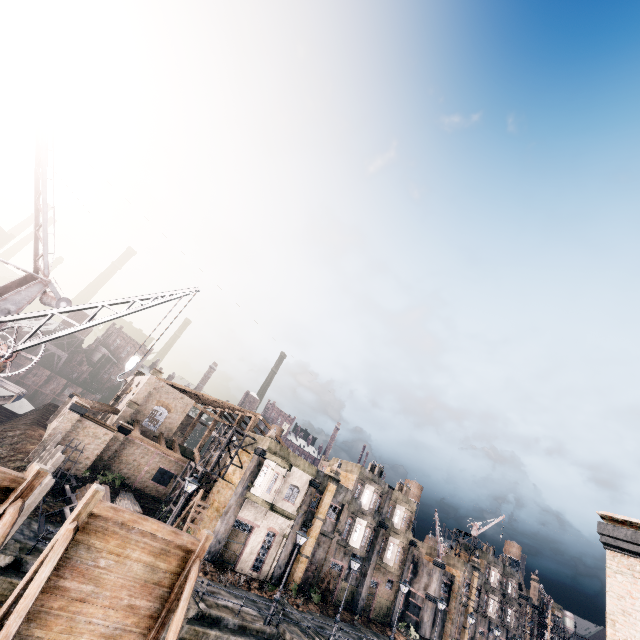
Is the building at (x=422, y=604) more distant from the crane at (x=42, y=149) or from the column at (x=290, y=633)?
the crane at (x=42, y=149)

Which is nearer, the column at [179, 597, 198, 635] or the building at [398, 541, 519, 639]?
the column at [179, 597, 198, 635]

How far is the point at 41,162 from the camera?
18.1 meters

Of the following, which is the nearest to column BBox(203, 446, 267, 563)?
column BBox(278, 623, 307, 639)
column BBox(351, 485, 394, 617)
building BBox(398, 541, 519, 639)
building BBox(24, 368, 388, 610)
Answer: building BBox(24, 368, 388, 610)

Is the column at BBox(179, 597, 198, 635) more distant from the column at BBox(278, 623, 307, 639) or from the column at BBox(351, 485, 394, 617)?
the column at BBox(351, 485, 394, 617)

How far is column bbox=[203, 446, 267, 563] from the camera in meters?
27.2

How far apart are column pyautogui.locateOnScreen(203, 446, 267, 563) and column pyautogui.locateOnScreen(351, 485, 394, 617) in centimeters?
1941cm

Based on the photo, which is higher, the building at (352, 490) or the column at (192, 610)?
the building at (352, 490)
